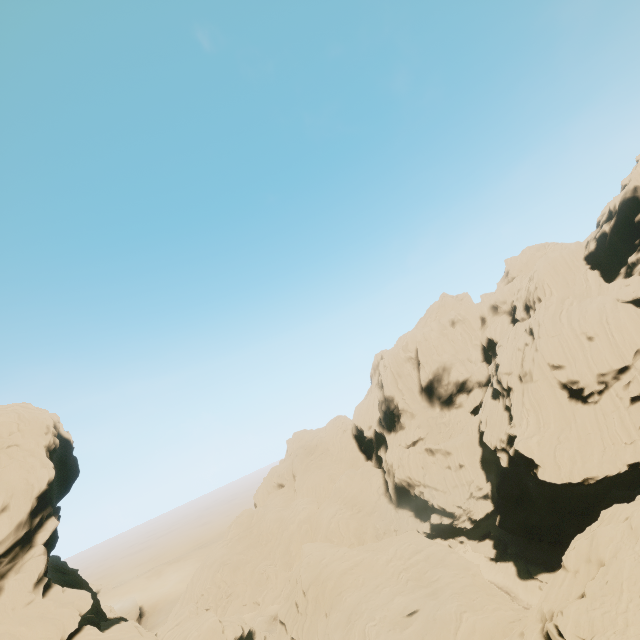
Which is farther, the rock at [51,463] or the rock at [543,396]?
the rock at [51,463]

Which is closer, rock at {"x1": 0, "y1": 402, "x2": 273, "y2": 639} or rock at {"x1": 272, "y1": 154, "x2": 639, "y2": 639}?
rock at {"x1": 272, "y1": 154, "x2": 639, "y2": 639}

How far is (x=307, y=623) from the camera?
41.3m
